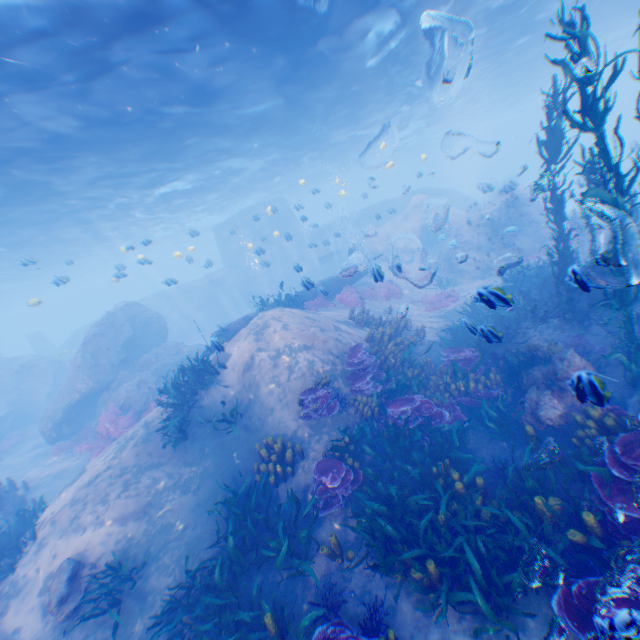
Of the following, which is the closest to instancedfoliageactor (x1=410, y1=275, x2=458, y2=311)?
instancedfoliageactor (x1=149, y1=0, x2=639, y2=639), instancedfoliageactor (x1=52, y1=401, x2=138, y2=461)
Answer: instancedfoliageactor (x1=149, y1=0, x2=639, y2=639)

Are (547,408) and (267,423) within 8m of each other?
yes

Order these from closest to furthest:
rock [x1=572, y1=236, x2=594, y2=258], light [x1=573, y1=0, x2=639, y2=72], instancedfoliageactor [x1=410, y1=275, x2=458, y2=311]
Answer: rock [x1=572, y1=236, x2=594, y2=258], instancedfoliageactor [x1=410, y1=275, x2=458, y2=311], light [x1=573, y1=0, x2=639, y2=72]

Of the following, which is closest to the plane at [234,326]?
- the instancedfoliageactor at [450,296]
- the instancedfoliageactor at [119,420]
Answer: the instancedfoliageactor at [450,296]

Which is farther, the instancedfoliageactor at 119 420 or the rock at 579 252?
the instancedfoliageactor at 119 420

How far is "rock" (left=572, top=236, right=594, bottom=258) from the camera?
12.9 meters

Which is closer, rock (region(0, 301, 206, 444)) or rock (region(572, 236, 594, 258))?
rock (region(572, 236, 594, 258))

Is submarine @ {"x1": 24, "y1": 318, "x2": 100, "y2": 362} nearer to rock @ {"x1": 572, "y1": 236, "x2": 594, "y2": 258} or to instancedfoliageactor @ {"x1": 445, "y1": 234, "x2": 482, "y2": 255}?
rock @ {"x1": 572, "y1": 236, "x2": 594, "y2": 258}
